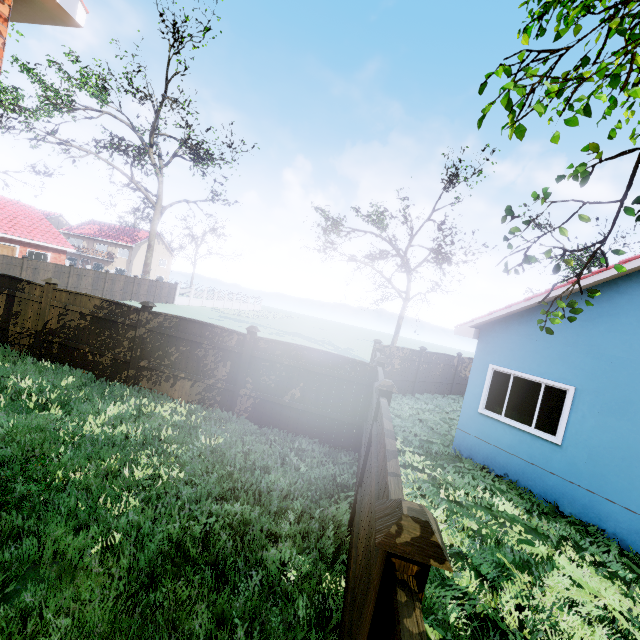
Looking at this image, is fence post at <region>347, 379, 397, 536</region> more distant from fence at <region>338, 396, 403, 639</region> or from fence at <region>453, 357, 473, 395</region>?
fence at <region>453, 357, 473, 395</region>

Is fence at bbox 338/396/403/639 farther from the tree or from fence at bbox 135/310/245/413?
the tree

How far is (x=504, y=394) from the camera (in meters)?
8.68

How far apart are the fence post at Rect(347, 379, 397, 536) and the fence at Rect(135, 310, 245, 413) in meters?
4.3 m

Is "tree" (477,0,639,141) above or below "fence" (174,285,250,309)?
above

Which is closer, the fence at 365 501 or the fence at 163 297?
the fence at 365 501

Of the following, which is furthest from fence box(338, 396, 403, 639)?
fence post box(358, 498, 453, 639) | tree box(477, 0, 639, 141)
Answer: tree box(477, 0, 639, 141)

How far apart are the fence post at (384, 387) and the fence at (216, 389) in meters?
4.3 m
